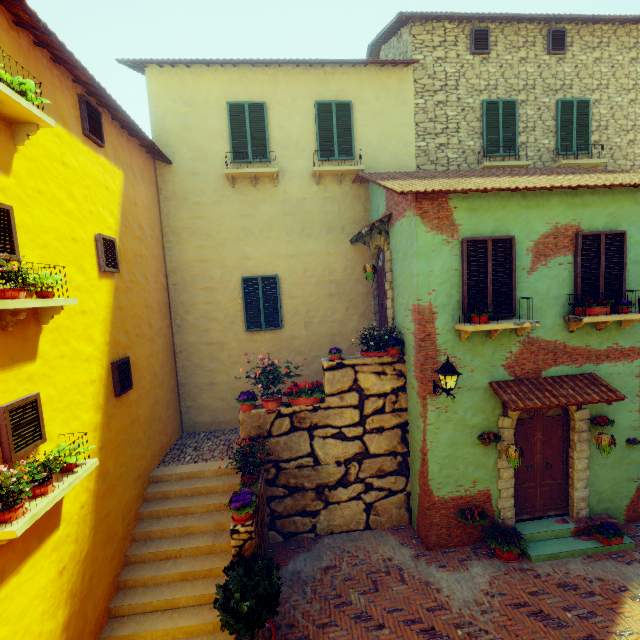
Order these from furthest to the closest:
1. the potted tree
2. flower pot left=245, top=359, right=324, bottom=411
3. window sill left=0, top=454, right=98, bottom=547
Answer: flower pot left=245, top=359, right=324, bottom=411 < the potted tree < window sill left=0, top=454, right=98, bottom=547

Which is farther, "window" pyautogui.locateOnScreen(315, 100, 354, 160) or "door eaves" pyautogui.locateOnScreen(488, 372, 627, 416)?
"window" pyautogui.locateOnScreen(315, 100, 354, 160)

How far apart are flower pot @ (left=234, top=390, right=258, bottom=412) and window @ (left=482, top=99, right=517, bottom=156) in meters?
9.8

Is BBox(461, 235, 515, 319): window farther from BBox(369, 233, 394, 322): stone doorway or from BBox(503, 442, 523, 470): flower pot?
BBox(503, 442, 523, 470): flower pot

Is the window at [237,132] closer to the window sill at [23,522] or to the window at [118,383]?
the window at [118,383]

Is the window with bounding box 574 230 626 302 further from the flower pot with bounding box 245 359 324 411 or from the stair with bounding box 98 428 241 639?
the stair with bounding box 98 428 241 639

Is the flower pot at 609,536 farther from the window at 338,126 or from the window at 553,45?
the window at 553,45

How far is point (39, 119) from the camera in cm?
431
